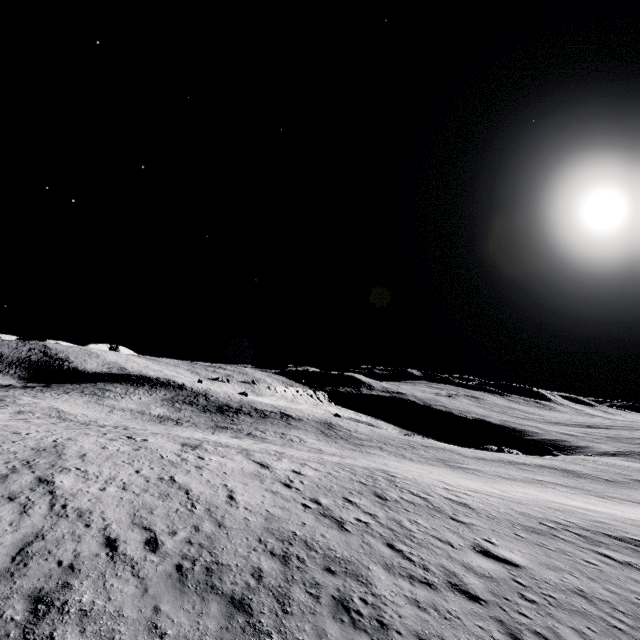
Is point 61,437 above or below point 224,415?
above
